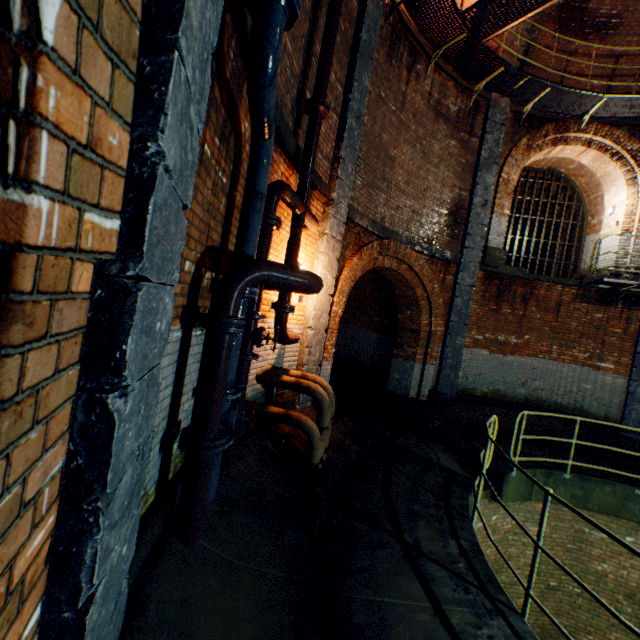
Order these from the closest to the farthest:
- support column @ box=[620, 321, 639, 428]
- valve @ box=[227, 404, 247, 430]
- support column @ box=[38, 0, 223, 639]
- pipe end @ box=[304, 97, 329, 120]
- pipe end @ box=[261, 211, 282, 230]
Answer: support column @ box=[38, 0, 223, 639]
valve @ box=[227, 404, 247, 430]
pipe end @ box=[261, 211, 282, 230]
pipe end @ box=[304, 97, 329, 120]
support column @ box=[620, 321, 639, 428]

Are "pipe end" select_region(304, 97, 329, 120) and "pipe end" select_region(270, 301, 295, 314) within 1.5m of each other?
no

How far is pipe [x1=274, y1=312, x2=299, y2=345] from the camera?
4.8 meters

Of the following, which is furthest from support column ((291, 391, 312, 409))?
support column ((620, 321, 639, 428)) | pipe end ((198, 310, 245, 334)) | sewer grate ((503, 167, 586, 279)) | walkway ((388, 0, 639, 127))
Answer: sewer grate ((503, 167, 586, 279))

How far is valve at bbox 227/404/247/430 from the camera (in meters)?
3.19

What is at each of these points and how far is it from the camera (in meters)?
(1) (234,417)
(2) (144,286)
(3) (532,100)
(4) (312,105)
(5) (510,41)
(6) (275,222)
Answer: (1) valve, 3.20
(2) support column, 1.13
(3) walkway, 9.58
(4) pipe end, 4.62
(5) support column, 9.45
(6) pipe end, 3.75

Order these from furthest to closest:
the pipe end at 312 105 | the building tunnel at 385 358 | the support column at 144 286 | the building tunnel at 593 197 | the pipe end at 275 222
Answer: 1. the building tunnel at 593 197
2. the building tunnel at 385 358
3. the pipe end at 312 105
4. the pipe end at 275 222
5. the support column at 144 286

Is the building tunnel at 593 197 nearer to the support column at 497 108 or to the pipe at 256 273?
the support column at 497 108
